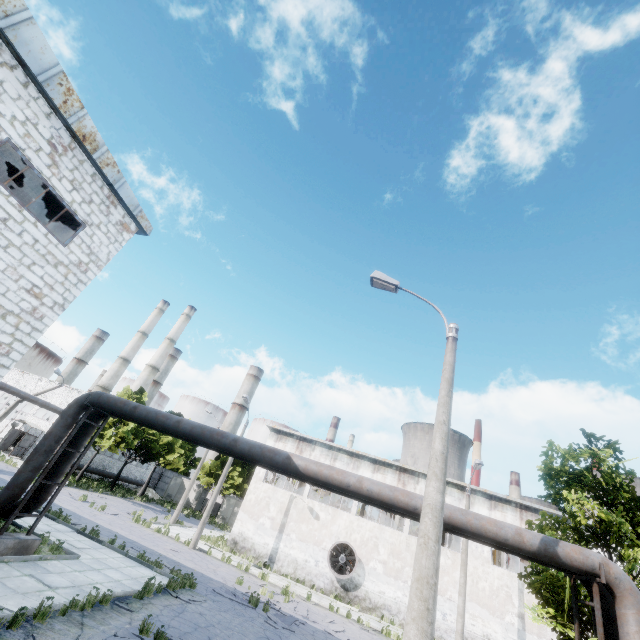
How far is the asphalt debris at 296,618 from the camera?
14.25m

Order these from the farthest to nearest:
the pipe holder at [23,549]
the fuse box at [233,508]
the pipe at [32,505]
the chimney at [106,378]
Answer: the chimney at [106,378] < the fuse box at [233,508] < the pipe at [32,505] < the pipe holder at [23,549]

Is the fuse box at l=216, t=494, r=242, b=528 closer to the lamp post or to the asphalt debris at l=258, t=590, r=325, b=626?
the asphalt debris at l=258, t=590, r=325, b=626

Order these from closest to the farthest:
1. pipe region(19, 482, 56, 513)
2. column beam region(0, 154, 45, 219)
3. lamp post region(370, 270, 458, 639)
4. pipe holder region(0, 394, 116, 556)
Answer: lamp post region(370, 270, 458, 639) < pipe holder region(0, 394, 116, 556) < pipe region(19, 482, 56, 513) < column beam region(0, 154, 45, 219)

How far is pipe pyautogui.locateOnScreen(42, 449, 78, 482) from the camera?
11.4m

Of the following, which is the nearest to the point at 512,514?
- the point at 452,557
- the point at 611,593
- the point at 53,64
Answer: the point at 452,557

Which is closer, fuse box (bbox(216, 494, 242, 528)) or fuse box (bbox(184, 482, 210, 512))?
fuse box (bbox(216, 494, 242, 528))

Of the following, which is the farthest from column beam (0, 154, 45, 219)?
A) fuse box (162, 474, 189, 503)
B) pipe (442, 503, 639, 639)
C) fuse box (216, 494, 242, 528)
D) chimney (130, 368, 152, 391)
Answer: chimney (130, 368, 152, 391)
